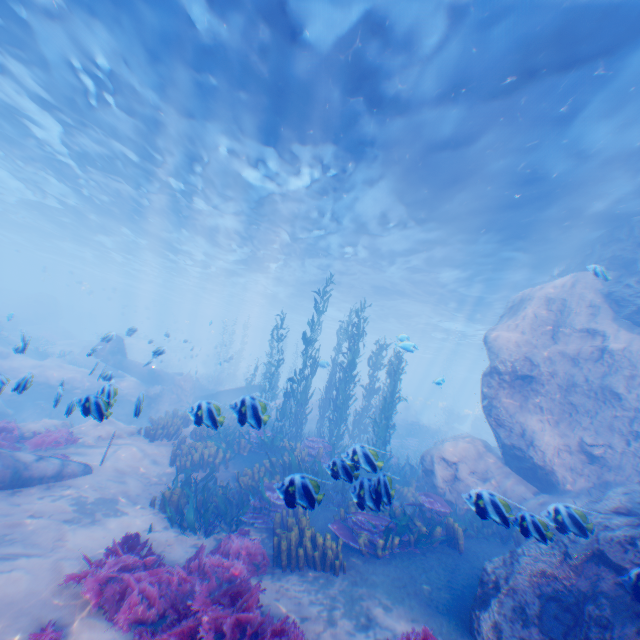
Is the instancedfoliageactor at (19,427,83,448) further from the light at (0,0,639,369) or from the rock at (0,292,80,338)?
the light at (0,0,639,369)

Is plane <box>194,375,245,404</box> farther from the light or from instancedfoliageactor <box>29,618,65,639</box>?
the light

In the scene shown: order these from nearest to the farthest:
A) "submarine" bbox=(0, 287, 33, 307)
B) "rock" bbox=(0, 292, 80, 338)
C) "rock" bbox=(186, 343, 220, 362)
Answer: "rock" bbox=(186, 343, 220, 362) < "rock" bbox=(0, 292, 80, 338) < "submarine" bbox=(0, 287, 33, 307)

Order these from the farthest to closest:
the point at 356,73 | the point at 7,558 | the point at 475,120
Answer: the point at 475,120, the point at 356,73, the point at 7,558

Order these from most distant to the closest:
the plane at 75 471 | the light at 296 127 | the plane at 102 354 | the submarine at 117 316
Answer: the submarine at 117 316
the plane at 102 354
the light at 296 127
the plane at 75 471

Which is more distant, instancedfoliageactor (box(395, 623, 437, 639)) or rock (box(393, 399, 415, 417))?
rock (box(393, 399, 415, 417))

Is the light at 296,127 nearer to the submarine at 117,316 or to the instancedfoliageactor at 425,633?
the submarine at 117,316

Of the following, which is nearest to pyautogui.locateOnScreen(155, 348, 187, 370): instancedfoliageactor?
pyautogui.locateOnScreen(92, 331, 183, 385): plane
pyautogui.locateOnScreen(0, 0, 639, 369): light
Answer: pyautogui.locateOnScreen(92, 331, 183, 385): plane
